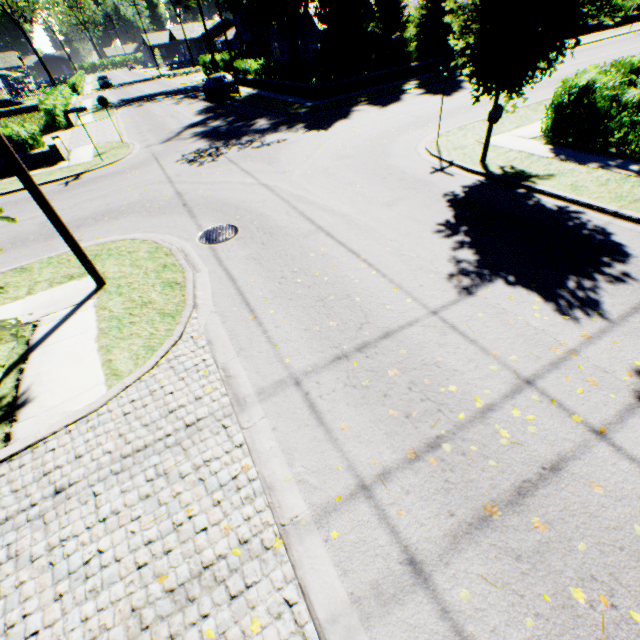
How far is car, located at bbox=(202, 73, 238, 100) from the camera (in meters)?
26.50

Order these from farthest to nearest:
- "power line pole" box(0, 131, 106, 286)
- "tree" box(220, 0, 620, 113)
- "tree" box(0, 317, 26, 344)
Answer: "tree" box(220, 0, 620, 113)
"power line pole" box(0, 131, 106, 286)
"tree" box(0, 317, 26, 344)

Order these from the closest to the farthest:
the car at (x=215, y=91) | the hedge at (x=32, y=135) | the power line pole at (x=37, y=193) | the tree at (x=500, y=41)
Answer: the power line pole at (x=37, y=193) → the tree at (x=500, y=41) → the hedge at (x=32, y=135) → the car at (x=215, y=91)

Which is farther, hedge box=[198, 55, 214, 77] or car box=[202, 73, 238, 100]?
hedge box=[198, 55, 214, 77]

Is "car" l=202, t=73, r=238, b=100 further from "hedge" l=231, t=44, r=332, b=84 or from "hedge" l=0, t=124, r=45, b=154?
"hedge" l=231, t=44, r=332, b=84

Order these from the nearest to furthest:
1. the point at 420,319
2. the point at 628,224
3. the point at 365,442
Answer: the point at 365,442
the point at 420,319
the point at 628,224

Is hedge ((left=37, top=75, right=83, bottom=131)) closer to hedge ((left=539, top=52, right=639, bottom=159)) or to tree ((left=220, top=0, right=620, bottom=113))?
tree ((left=220, top=0, right=620, bottom=113))

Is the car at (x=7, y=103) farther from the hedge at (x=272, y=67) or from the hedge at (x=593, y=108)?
the hedge at (x=593, y=108)
